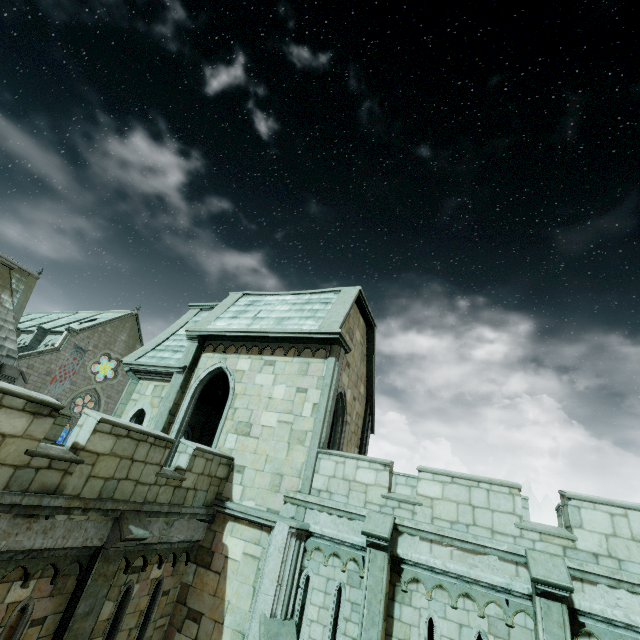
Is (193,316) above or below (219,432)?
above

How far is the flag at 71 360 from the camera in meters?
34.8 m

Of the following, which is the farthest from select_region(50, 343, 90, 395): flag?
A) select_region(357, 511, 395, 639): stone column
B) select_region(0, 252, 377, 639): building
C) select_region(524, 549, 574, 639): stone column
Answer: select_region(524, 549, 574, 639): stone column

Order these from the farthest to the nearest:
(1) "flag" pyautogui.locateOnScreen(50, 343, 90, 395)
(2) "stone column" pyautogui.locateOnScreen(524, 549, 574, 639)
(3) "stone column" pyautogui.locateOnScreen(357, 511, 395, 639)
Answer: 1. (1) "flag" pyautogui.locateOnScreen(50, 343, 90, 395)
2. (3) "stone column" pyautogui.locateOnScreen(357, 511, 395, 639)
3. (2) "stone column" pyautogui.locateOnScreen(524, 549, 574, 639)

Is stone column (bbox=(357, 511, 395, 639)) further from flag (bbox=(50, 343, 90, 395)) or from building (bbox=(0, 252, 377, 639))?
flag (bbox=(50, 343, 90, 395))

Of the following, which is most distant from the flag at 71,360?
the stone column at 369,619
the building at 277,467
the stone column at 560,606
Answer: the stone column at 560,606

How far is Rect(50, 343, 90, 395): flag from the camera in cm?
3481
